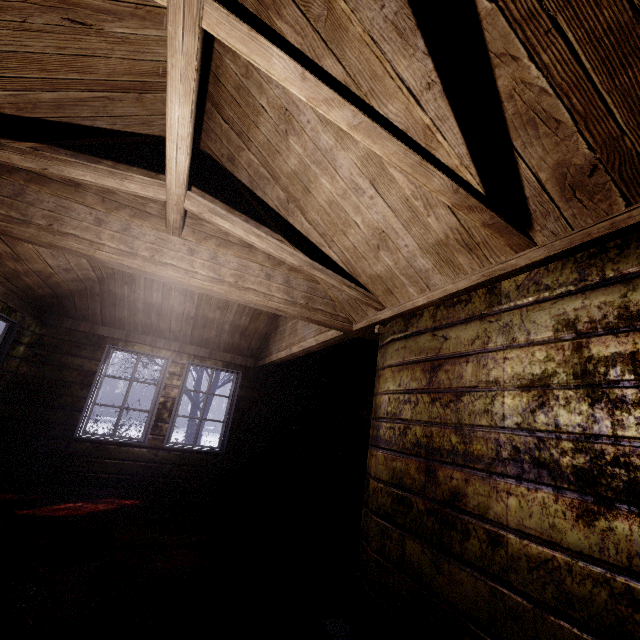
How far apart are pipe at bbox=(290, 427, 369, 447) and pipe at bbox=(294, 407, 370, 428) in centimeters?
12cm

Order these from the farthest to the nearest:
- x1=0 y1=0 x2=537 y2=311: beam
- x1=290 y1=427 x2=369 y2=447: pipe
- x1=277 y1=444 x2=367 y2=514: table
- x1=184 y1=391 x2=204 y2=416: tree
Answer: x1=184 y1=391 x2=204 y2=416: tree
x1=290 y1=427 x2=369 y2=447: pipe
x1=277 y1=444 x2=367 y2=514: table
x1=0 y1=0 x2=537 y2=311: beam

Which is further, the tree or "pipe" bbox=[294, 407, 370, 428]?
the tree

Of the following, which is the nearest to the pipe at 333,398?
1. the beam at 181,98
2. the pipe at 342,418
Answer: the pipe at 342,418

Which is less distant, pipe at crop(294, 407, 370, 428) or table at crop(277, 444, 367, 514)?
table at crop(277, 444, 367, 514)

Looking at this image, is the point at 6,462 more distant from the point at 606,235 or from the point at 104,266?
the point at 606,235

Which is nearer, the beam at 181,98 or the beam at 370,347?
the beam at 181,98

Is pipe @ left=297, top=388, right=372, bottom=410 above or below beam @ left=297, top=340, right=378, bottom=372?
below
